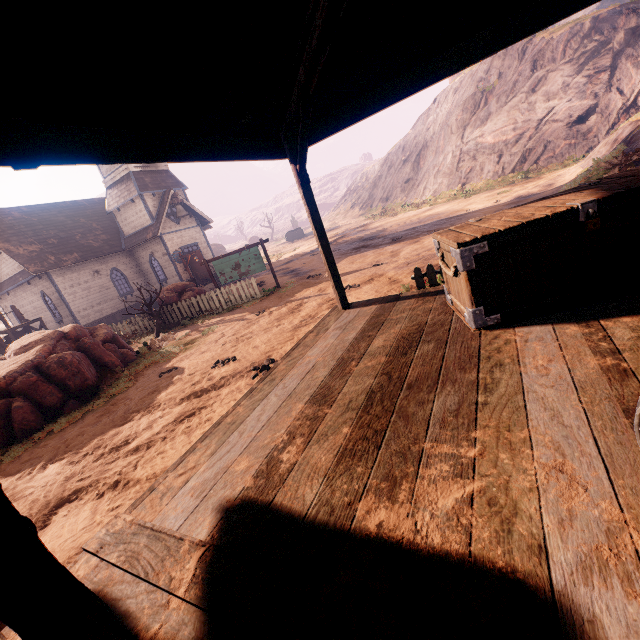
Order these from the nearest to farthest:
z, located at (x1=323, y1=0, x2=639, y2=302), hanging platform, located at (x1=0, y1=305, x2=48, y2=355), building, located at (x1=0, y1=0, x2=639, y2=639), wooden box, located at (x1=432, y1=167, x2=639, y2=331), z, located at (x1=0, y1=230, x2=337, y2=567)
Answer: building, located at (x1=0, y1=0, x2=639, y2=639) < wooden box, located at (x1=432, y1=167, x2=639, y2=331) < z, located at (x1=0, y1=230, x2=337, y2=567) < z, located at (x1=323, y1=0, x2=639, y2=302) < hanging platform, located at (x1=0, y1=305, x2=48, y2=355)

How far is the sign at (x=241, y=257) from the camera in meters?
14.5

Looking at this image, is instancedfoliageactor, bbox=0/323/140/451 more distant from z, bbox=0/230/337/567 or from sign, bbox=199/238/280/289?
sign, bbox=199/238/280/289

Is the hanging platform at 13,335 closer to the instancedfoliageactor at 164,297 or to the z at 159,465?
the z at 159,465

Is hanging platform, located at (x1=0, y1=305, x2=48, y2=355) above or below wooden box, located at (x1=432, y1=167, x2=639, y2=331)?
above

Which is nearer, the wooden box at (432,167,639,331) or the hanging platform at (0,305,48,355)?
the wooden box at (432,167,639,331)

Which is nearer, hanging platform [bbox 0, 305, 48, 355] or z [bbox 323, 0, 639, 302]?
z [bbox 323, 0, 639, 302]

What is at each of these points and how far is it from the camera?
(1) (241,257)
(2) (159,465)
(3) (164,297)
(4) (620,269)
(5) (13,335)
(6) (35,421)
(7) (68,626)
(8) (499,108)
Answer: (1) sign, 14.67m
(2) z, 4.54m
(3) instancedfoliageactor, 15.20m
(4) wooden box, 2.74m
(5) hanging platform, 18.19m
(6) instancedfoliageactor, 7.38m
(7) building, 1.61m
(8) z, 29.38m
